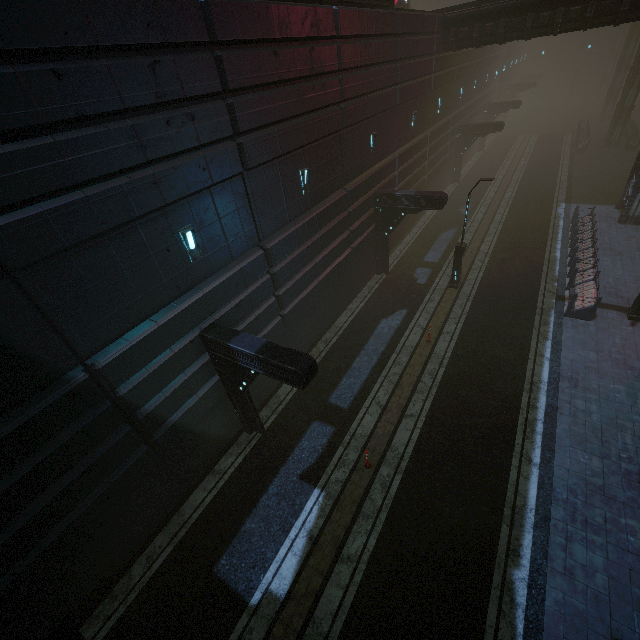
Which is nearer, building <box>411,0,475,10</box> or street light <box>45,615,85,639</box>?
street light <box>45,615,85,639</box>

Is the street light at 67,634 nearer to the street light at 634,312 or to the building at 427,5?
the street light at 634,312

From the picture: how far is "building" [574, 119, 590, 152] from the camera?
33.0 meters

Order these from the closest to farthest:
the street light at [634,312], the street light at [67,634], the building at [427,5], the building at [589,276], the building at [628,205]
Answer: the street light at [67,634] < the street light at [634,312] < the building at [589,276] < the building at [628,205] < the building at [427,5]

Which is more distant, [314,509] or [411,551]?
[314,509]

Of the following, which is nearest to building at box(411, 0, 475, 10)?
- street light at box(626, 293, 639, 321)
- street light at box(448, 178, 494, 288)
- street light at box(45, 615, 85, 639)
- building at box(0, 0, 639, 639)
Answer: building at box(0, 0, 639, 639)

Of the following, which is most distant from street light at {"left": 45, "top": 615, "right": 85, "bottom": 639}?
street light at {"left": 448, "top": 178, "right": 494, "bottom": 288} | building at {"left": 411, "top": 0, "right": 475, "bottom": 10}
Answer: building at {"left": 411, "top": 0, "right": 475, "bottom": 10}

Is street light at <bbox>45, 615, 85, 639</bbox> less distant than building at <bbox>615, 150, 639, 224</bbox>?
Yes
